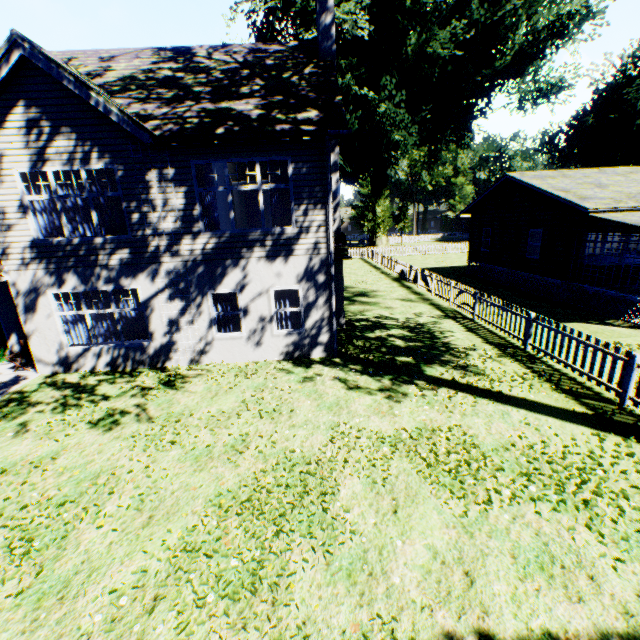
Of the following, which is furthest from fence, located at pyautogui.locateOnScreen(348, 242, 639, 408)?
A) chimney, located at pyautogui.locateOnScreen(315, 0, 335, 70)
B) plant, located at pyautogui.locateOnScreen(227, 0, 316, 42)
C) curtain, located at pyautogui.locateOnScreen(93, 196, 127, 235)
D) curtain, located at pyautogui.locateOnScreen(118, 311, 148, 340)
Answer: curtain, located at pyautogui.locateOnScreen(93, 196, 127, 235)

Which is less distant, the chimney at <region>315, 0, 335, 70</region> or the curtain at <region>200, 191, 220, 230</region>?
the curtain at <region>200, 191, 220, 230</region>

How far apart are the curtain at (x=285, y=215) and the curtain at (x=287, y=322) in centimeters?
201cm

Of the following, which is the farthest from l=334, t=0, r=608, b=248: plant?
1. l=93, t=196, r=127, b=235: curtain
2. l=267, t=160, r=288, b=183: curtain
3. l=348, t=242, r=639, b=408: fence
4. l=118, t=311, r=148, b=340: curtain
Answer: l=118, t=311, r=148, b=340: curtain

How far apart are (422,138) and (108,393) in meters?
41.6 m

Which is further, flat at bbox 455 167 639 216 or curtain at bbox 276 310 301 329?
flat at bbox 455 167 639 216

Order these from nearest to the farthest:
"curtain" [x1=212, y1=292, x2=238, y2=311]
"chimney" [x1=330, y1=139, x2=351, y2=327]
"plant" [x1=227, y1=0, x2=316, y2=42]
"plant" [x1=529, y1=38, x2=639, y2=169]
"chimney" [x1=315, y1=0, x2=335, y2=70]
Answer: "curtain" [x1=212, y1=292, x2=238, y2=311] → "chimney" [x1=315, y1=0, x2=335, y2=70] → "chimney" [x1=330, y1=139, x2=351, y2=327] → "plant" [x1=227, y1=0, x2=316, y2=42] → "plant" [x1=529, y1=38, x2=639, y2=169]

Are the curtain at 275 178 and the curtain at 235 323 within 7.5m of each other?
yes
